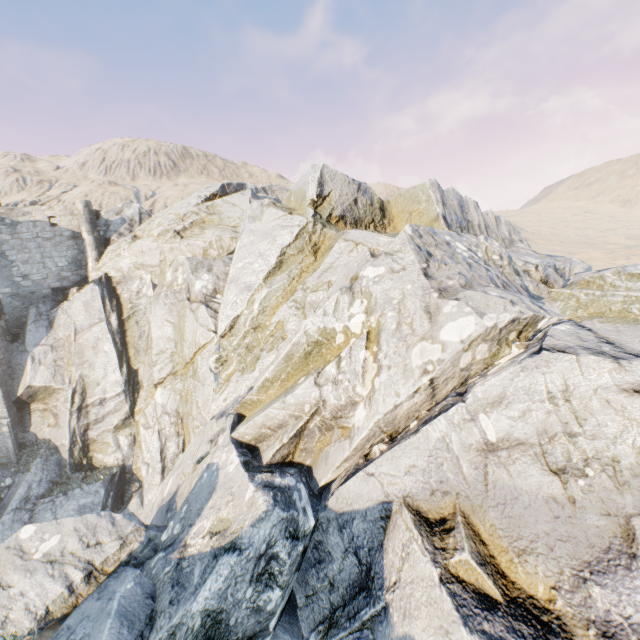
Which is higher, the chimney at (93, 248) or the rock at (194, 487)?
the chimney at (93, 248)

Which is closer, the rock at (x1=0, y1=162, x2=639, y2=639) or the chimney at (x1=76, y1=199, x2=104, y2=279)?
the rock at (x1=0, y1=162, x2=639, y2=639)

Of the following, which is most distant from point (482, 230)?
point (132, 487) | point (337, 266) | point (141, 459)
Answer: point (132, 487)

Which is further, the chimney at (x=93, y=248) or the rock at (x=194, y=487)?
the chimney at (x=93, y=248)

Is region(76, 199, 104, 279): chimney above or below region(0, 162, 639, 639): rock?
above

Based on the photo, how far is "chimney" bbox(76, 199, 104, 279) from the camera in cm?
2427
